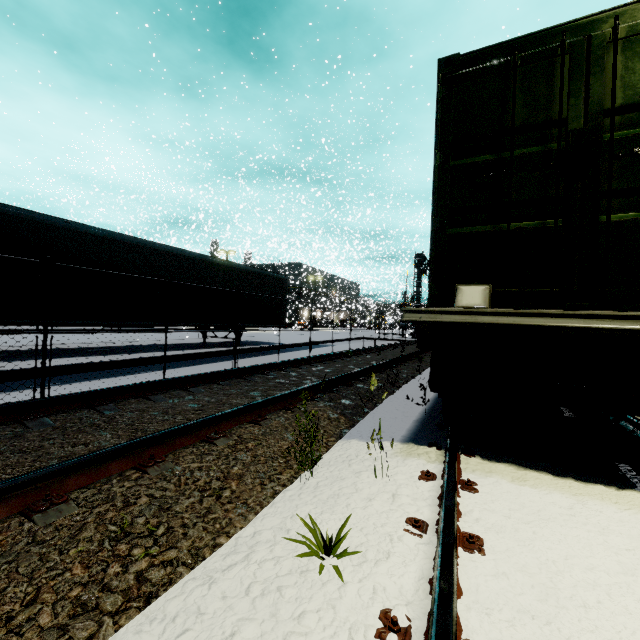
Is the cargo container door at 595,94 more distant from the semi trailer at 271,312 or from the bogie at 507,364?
the semi trailer at 271,312

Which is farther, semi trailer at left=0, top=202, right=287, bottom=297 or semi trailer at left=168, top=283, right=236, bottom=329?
semi trailer at left=168, top=283, right=236, bottom=329

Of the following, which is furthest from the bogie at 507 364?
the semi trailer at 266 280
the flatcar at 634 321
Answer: the semi trailer at 266 280

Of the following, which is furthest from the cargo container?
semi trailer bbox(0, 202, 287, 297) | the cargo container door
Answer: semi trailer bbox(0, 202, 287, 297)

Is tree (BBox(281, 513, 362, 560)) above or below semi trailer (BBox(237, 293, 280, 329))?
below

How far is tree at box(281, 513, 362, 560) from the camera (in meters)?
1.66

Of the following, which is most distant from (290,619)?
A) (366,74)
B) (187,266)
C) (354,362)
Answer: (366,74)

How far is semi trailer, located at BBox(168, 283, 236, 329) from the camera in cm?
1151
